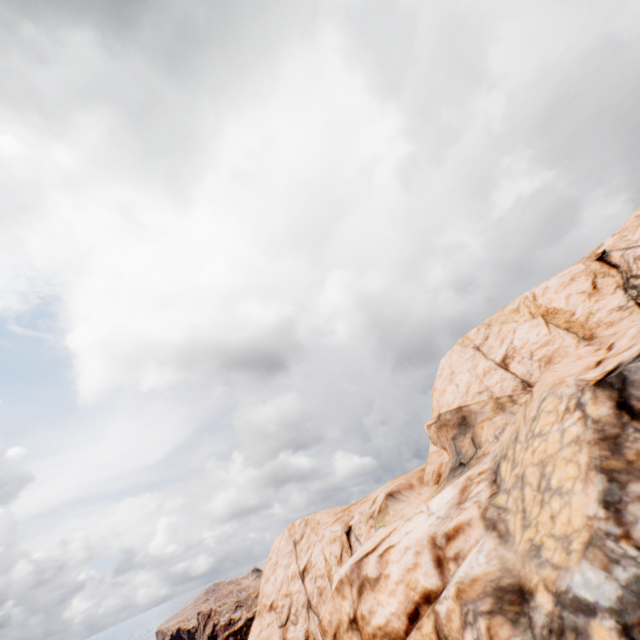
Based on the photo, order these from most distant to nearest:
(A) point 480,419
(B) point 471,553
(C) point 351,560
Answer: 1. (A) point 480,419
2. (C) point 351,560
3. (B) point 471,553
